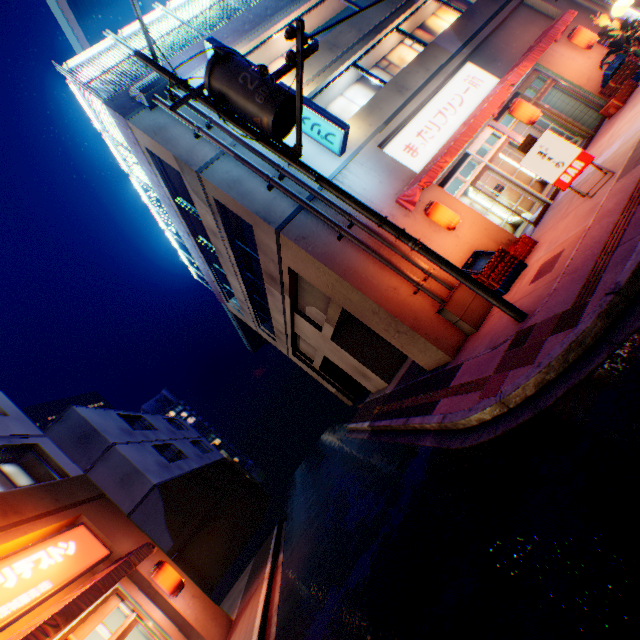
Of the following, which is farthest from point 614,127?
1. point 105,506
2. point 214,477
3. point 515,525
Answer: point 214,477

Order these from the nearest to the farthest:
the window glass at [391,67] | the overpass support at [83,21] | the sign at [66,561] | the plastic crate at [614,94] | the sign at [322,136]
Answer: the sign at [66,561]
the sign at [322,136]
the plastic crate at [614,94]
the window glass at [391,67]
the overpass support at [83,21]

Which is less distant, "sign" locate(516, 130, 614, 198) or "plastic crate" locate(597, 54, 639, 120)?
"sign" locate(516, 130, 614, 198)

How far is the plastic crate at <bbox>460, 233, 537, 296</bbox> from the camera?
7.8m

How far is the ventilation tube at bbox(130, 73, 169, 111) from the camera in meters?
9.6

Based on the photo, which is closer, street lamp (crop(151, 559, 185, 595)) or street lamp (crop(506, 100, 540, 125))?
street lamp (crop(151, 559, 185, 595))

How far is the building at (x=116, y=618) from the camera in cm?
812

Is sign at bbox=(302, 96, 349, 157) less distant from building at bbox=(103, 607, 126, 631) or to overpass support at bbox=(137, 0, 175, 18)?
building at bbox=(103, 607, 126, 631)
